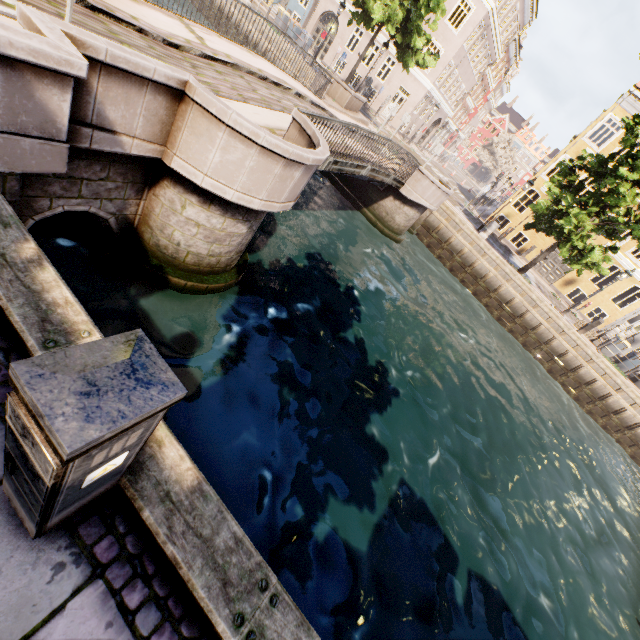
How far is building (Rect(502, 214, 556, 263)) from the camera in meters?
24.8 m

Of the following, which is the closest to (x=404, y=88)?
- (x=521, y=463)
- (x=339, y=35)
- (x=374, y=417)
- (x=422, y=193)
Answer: (x=339, y=35)

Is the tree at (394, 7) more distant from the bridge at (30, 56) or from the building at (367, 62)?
the building at (367, 62)

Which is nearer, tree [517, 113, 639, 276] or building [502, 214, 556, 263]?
tree [517, 113, 639, 276]

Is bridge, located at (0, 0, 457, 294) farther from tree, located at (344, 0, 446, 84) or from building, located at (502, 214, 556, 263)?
building, located at (502, 214, 556, 263)

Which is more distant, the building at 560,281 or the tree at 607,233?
the building at 560,281

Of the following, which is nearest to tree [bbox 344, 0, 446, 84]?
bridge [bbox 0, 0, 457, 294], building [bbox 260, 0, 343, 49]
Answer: bridge [bbox 0, 0, 457, 294]

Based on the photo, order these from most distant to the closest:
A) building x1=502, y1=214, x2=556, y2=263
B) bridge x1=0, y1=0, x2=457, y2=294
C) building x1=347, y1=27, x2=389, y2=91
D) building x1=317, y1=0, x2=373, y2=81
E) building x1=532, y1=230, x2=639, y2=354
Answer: building x1=317, y1=0, x2=373, y2=81, building x1=347, y1=27, x2=389, y2=91, building x1=502, y1=214, x2=556, y2=263, building x1=532, y1=230, x2=639, y2=354, bridge x1=0, y1=0, x2=457, y2=294
